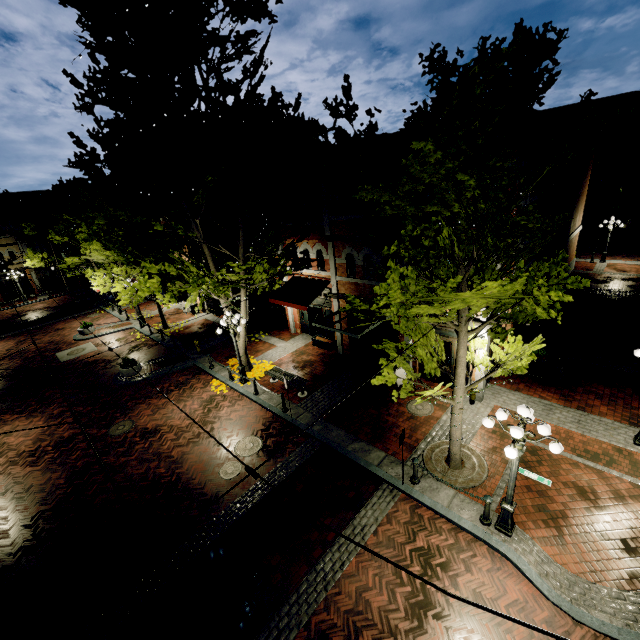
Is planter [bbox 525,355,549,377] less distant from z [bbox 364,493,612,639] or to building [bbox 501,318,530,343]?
building [bbox 501,318,530,343]

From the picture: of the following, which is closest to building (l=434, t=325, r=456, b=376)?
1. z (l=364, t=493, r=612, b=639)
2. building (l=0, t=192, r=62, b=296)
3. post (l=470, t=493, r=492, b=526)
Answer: z (l=364, t=493, r=612, b=639)

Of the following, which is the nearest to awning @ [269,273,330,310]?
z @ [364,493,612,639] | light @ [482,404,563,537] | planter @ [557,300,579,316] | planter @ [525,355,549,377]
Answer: planter @ [525,355,549,377]

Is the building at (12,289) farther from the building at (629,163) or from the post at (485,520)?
the post at (485,520)

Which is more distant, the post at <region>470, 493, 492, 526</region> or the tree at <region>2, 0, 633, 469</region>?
the post at <region>470, 493, 492, 526</region>

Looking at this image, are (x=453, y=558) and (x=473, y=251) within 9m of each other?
yes

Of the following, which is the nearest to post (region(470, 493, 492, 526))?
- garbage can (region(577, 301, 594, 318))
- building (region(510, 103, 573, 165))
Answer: building (region(510, 103, 573, 165))

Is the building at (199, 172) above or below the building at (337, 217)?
above
